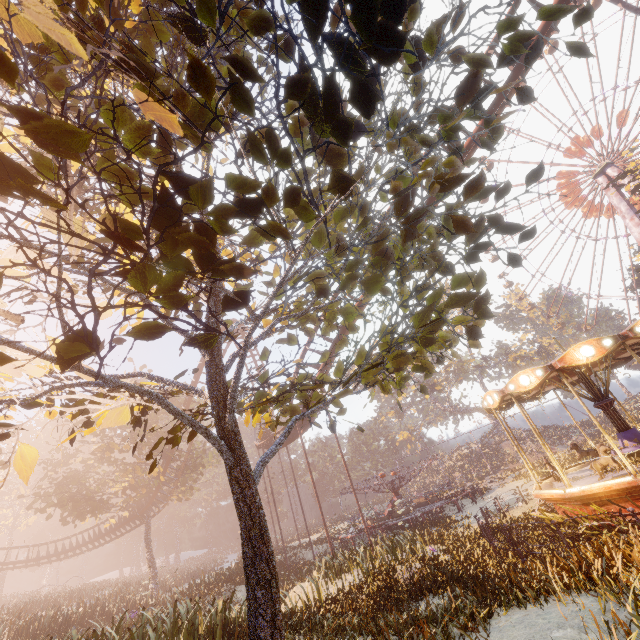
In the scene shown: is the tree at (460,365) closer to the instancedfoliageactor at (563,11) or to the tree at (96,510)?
the tree at (96,510)

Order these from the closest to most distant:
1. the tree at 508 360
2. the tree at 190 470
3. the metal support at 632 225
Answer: the tree at 190 470 → the metal support at 632 225 → the tree at 508 360

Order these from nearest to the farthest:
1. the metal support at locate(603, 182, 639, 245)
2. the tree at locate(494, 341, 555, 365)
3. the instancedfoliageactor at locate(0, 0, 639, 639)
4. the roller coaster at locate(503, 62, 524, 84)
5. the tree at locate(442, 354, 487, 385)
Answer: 1. the instancedfoliageactor at locate(0, 0, 639, 639)
2. the roller coaster at locate(503, 62, 524, 84)
3. the metal support at locate(603, 182, 639, 245)
4. the tree at locate(494, 341, 555, 365)
5. the tree at locate(442, 354, 487, 385)

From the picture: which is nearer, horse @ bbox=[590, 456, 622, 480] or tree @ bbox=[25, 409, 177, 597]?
horse @ bbox=[590, 456, 622, 480]

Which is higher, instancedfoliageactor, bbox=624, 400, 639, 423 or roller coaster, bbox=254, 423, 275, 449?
roller coaster, bbox=254, 423, 275, 449

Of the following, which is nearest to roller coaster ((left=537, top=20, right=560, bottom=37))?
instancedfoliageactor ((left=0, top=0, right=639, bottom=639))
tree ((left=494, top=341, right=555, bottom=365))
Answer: instancedfoliageactor ((left=0, top=0, right=639, bottom=639))

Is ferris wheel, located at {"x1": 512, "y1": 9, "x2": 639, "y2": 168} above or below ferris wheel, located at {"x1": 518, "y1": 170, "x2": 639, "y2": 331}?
above

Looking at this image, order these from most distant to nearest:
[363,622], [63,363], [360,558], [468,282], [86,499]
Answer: [86,499], [360,558], [363,622], [468,282], [63,363]
